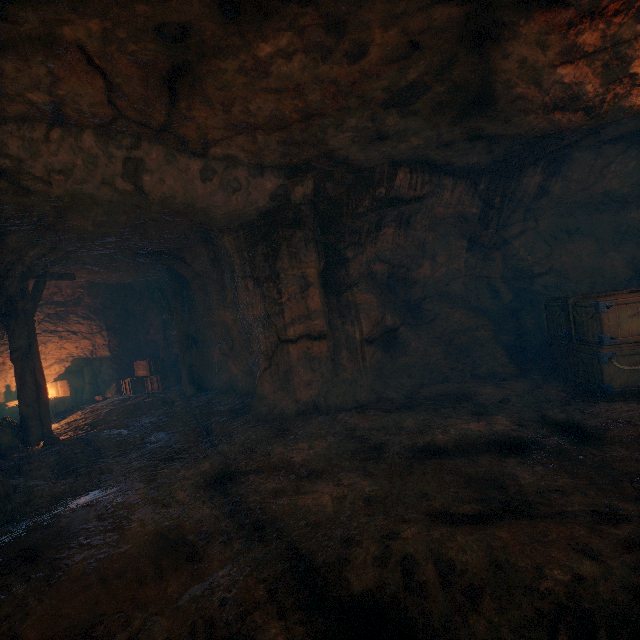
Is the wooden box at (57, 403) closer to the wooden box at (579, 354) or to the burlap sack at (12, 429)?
the burlap sack at (12, 429)

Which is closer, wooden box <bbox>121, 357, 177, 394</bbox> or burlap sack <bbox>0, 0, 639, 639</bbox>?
burlap sack <bbox>0, 0, 639, 639</bbox>

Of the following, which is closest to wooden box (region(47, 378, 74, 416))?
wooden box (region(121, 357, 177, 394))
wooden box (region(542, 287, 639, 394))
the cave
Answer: the cave

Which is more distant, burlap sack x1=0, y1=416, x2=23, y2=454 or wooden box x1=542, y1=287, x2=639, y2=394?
burlap sack x1=0, y1=416, x2=23, y2=454

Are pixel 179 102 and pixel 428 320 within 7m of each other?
no

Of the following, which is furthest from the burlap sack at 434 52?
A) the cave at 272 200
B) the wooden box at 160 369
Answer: the wooden box at 160 369

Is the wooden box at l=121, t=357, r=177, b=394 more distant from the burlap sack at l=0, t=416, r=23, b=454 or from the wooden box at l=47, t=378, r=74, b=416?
the burlap sack at l=0, t=416, r=23, b=454

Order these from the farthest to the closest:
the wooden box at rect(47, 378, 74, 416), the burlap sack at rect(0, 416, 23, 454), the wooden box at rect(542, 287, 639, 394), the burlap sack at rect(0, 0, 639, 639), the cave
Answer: the wooden box at rect(47, 378, 74, 416) → the burlap sack at rect(0, 416, 23, 454) → the wooden box at rect(542, 287, 639, 394) → the cave → the burlap sack at rect(0, 0, 639, 639)
